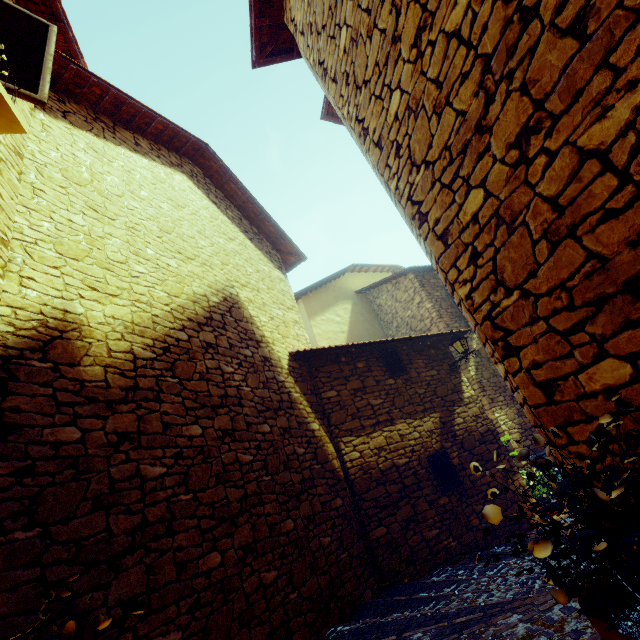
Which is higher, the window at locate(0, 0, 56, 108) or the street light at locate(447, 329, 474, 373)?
the window at locate(0, 0, 56, 108)

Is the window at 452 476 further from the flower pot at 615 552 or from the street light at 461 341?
the flower pot at 615 552

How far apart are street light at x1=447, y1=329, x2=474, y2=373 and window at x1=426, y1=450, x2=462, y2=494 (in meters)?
2.17

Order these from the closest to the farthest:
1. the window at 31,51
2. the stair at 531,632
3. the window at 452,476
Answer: the stair at 531,632
the window at 31,51
the window at 452,476

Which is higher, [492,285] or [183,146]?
[183,146]

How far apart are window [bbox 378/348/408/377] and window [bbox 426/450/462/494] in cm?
175

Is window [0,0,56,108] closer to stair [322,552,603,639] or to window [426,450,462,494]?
window [426,450,462,494]

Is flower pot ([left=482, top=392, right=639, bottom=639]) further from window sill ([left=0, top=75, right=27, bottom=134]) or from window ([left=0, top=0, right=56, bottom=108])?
window ([left=0, top=0, right=56, bottom=108])
